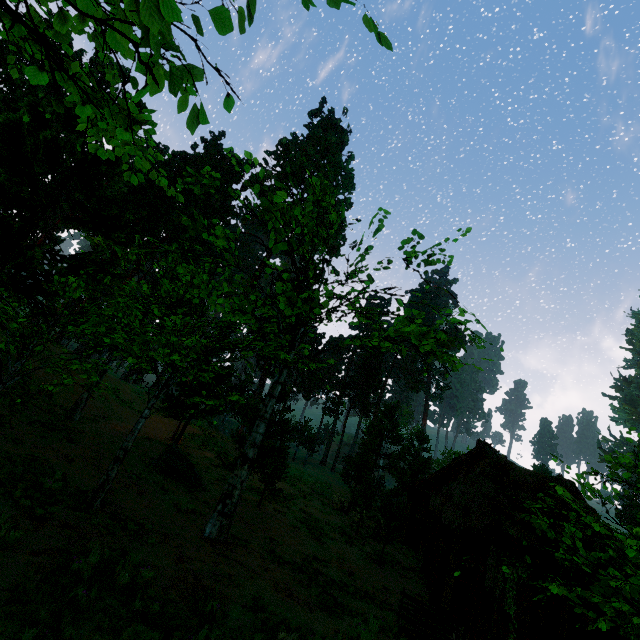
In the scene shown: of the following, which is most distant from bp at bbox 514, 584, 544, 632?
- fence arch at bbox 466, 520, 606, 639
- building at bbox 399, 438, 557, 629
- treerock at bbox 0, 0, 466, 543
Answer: fence arch at bbox 466, 520, 606, 639

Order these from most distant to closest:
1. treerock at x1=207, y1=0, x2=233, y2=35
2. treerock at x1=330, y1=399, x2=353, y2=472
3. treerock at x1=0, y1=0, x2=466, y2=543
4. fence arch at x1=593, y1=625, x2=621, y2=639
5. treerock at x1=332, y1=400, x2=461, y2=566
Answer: treerock at x1=330, y1=399, x2=353, y2=472
treerock at x1=332, y1=400, x2=461, y2=566
fence arch at x1=593, y1=625, x2=621, y2=639
treerock at x1=0, y1=0, x2=466, y2=543
treerock at x1=207, y1=0, x2=233, y2=35

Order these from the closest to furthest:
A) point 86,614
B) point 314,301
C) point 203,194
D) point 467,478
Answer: point 86,614 → point 314,301 → point 467,478 → point 203,194

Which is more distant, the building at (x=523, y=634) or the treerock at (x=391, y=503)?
the treerock at (x=391, y=503)

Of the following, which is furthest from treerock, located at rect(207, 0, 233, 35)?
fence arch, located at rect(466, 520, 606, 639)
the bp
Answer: the bp

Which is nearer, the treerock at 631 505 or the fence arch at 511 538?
the treerock at 631 505

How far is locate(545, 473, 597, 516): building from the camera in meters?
13.0 m
